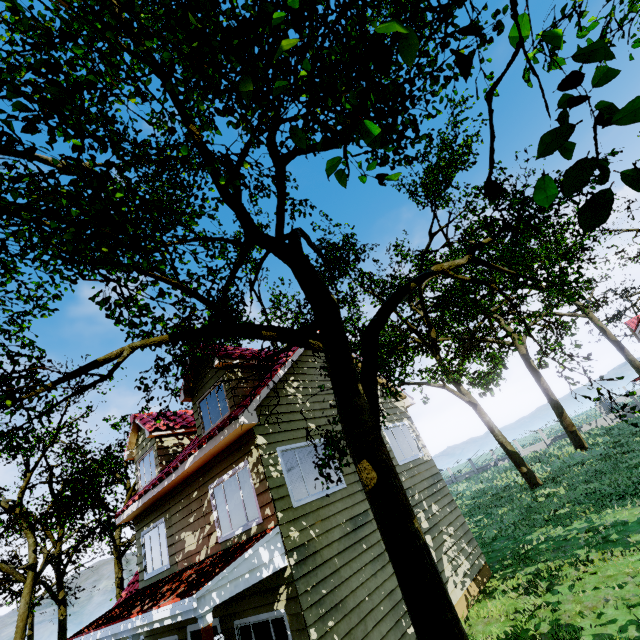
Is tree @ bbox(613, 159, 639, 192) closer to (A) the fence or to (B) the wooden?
(A) the fence

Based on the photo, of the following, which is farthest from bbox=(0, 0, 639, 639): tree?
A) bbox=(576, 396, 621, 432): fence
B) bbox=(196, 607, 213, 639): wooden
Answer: bbox=(196, 607, 213, 639): wooden

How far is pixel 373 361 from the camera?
4.2m

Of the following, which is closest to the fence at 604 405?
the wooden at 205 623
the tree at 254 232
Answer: the tree at 254 232

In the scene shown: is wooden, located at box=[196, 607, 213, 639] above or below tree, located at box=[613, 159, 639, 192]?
below

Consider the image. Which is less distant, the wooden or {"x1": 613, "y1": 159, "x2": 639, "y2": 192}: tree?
{"x1": 613, "y1": 159, "x2": 639, "y2": 192}: tree

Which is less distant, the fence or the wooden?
the wooden

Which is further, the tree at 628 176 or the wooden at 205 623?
the wooden at 205 623
